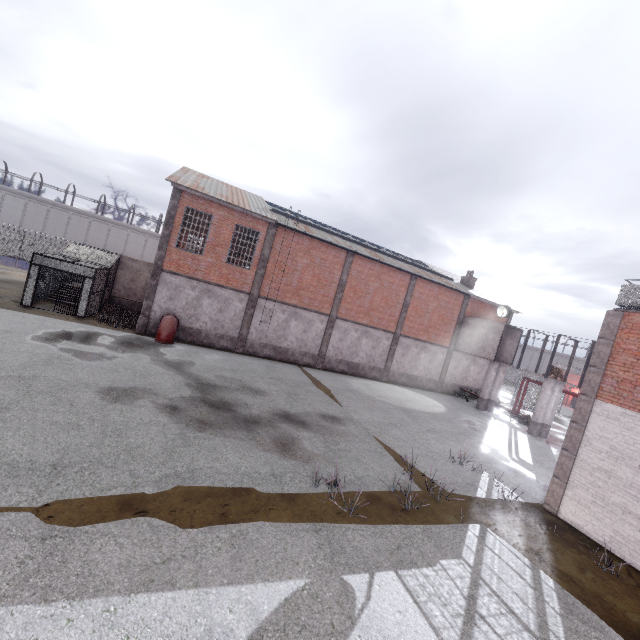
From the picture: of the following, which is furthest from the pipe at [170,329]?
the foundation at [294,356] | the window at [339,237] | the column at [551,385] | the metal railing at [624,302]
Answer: the column at [551,385]

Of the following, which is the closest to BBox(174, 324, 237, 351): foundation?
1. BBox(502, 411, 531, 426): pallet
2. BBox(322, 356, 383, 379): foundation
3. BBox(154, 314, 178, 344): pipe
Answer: BBox(154, 314, 178, 344): pipe

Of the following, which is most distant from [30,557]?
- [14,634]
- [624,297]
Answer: [624,297]

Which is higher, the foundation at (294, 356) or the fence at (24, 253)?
the fence at (24, 253)

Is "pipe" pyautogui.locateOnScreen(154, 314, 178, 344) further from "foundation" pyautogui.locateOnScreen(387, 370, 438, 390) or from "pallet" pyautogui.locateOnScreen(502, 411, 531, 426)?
"pallet" pyautogui.locateOnScreen(502, 411, 531, 426)

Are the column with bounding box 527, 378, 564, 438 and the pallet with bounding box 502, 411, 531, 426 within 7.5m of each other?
yes

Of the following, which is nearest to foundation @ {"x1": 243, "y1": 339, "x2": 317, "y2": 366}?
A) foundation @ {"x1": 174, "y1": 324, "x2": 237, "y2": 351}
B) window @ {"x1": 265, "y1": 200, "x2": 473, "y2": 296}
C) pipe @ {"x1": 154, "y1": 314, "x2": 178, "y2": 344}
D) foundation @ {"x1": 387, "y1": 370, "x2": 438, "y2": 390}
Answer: foundation @ {"x1": 174, "y1": 324, "x2": 237, "y2": 351}

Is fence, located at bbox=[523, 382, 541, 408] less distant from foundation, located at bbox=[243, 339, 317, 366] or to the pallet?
the pallet
